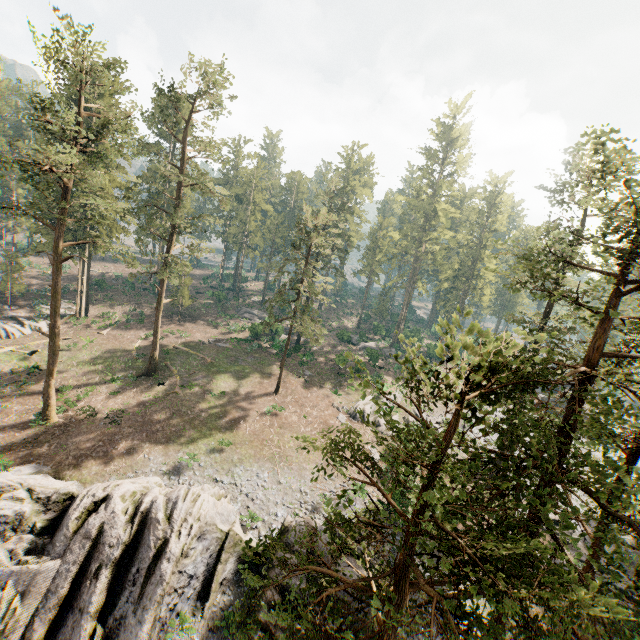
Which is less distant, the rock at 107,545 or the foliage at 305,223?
the rock at 107,545

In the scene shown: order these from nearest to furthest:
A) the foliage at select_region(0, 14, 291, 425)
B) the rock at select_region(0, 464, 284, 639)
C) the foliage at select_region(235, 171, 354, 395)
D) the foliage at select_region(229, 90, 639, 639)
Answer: the foliage at select_region(229, 90, 639, 639) → the rock at select_region(0, 464, 284, 639) → the foliage at select_region(0, 14, 291, 425) → the foliage at select_region(235, 171, 354, 395)

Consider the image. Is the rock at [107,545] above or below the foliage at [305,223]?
below

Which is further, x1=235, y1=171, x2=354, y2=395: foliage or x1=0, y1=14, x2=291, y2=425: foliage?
x1=235, y1=171, x2=354, y2=395: foliage

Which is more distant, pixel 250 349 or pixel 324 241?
pixel 250 349

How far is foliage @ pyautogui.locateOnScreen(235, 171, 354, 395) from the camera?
31.19m

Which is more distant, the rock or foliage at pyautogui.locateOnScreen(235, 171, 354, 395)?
foliage at pyautogui.locateOnScreen(235, 171, 354, 395)
